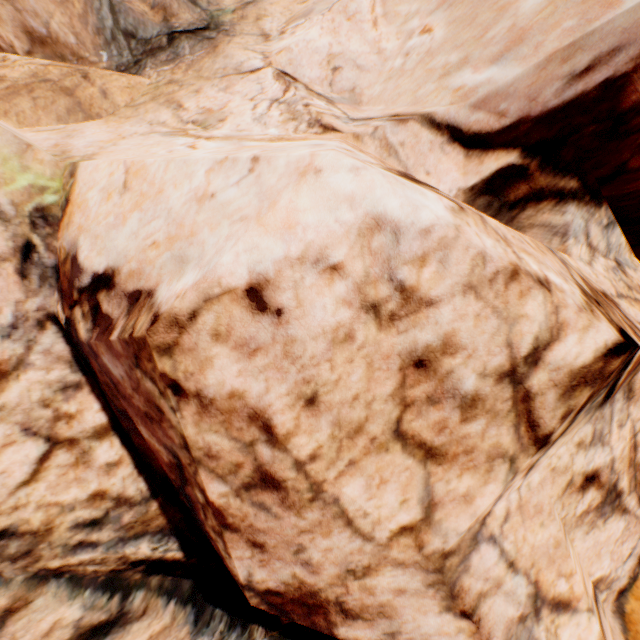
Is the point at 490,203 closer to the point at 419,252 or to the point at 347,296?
the point at 419,252
